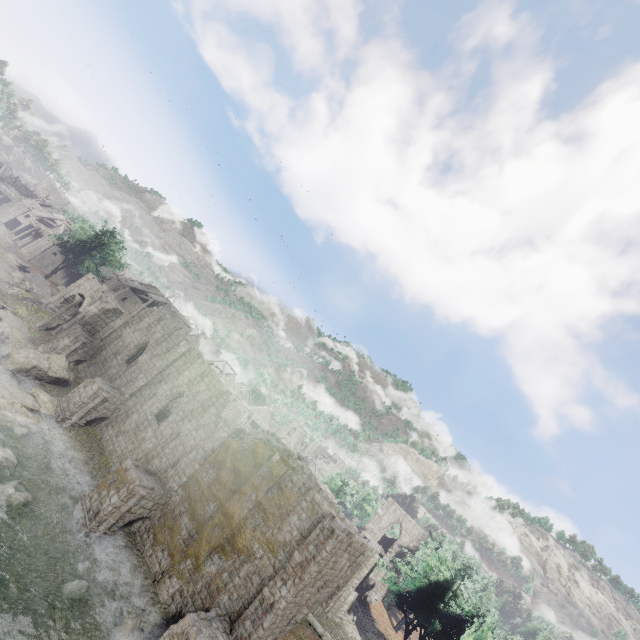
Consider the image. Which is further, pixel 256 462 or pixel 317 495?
pixel 256 462

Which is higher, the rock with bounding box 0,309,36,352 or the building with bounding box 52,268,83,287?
the building with bounding box 52,268,83,287

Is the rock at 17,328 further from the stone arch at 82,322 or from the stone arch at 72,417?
the stone arch at 72,417

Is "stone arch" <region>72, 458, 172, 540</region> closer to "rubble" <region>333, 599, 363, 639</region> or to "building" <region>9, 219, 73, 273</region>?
"building" <region>9, 219, 73, 273</region>

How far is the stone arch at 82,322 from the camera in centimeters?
3030cm

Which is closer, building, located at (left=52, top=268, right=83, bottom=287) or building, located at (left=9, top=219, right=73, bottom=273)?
building, located at (left=9, top=219, right=73, bottom=273)

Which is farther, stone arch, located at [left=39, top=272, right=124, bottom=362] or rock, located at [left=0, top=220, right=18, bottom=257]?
rock, located at [left=0, top=220, right=18, bottom=257]

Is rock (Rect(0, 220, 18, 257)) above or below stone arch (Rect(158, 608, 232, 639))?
below
